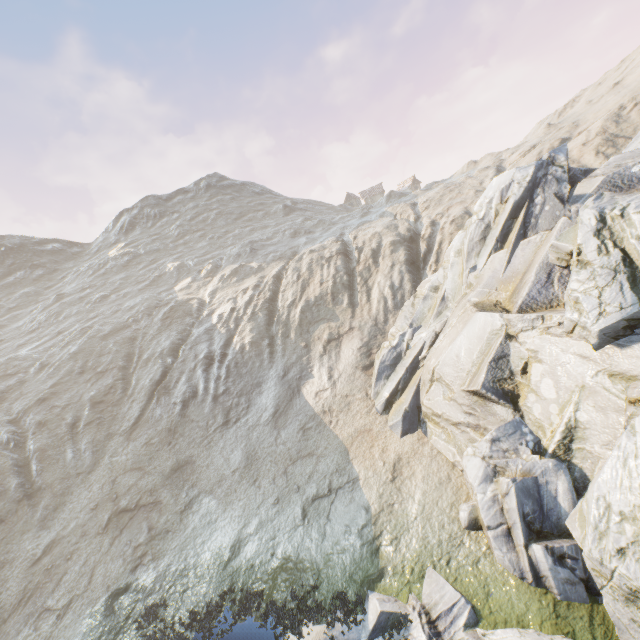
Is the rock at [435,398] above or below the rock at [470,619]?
above

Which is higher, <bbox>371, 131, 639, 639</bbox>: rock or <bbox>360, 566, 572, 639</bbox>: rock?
<bbox>371, 131, 639, 639</bbox>: rock

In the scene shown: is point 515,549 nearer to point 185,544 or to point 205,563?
point 205,563
